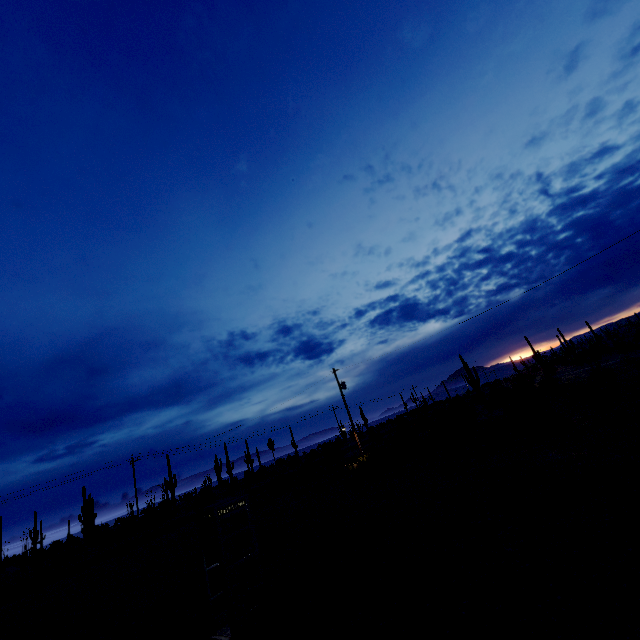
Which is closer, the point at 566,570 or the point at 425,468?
the point at 566,570
